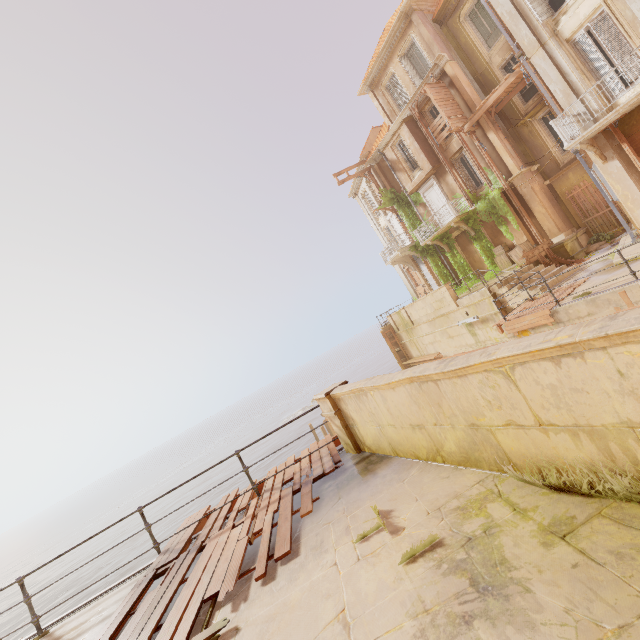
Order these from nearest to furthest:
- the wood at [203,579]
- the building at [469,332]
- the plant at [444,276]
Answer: the wood at [203,579], the building at [469,332], the plant at [444,276]

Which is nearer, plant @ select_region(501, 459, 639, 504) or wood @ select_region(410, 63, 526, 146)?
plant @ select_region(501, 459, 639, 504)

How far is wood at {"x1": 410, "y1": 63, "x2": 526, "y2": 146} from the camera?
16.65m

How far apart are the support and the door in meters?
9.9 m

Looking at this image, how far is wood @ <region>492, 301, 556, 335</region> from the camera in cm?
1058

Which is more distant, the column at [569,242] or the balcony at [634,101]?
the column at [569,242]

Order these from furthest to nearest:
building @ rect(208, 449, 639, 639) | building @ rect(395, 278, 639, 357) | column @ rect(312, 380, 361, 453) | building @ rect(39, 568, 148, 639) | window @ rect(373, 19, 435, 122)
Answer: window @ rect(373, 19, 435, 122), building @ rect(395, 278, 639, 357), column @ rect(312, 380, 361, 453), building @ rect(39, 568, 148, 639), building @ rect(208, 449, 639, 639)

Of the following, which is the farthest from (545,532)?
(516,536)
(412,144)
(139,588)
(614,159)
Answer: (412,144)
